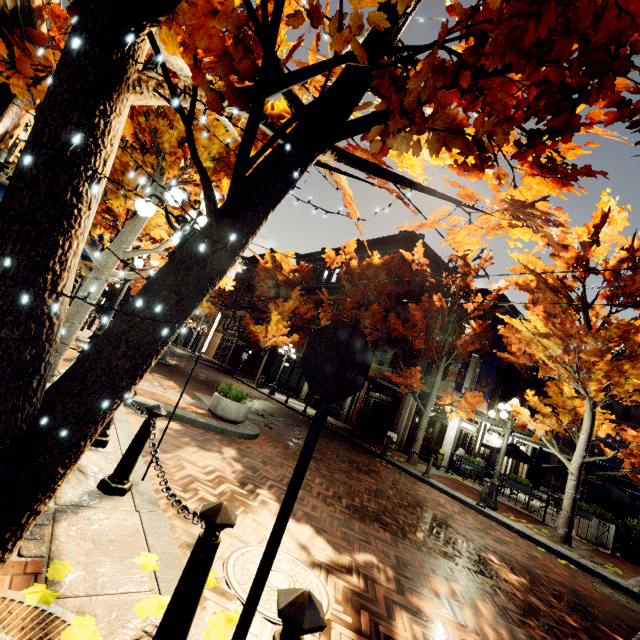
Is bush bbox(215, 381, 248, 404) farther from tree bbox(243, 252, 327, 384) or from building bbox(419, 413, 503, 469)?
building bbox(419, 413, 503, 469)

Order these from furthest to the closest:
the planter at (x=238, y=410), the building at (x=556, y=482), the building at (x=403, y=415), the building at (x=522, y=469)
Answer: the building at (x=556, y=482) → the building at (x=522, y=469) → the building at (x=403, y=415) → the planter at (x=238, y=410)

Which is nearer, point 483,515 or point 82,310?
point 82,310

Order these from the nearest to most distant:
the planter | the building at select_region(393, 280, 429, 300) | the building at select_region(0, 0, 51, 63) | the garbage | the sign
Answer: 1. the sign
2. the building at select_region(0, 0, 51, 63)
3. the planter
4. the garbage
5. the building at select_region(393, 280, 429, 300)

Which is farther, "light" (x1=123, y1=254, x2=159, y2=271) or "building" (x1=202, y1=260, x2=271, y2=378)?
"building" (x1=202, y1=260, x2=271, y2=378)

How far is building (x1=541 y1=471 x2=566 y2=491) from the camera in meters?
21.5 m

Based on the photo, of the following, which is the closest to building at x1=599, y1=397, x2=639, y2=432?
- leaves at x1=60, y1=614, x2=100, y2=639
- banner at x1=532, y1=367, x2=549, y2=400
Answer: banner at x1=532, y1=367, x2=549, y2=400

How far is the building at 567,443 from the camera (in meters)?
22.08
